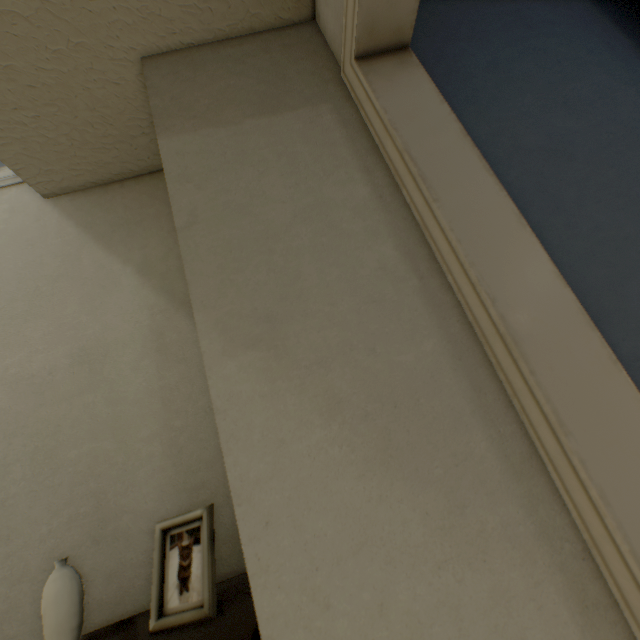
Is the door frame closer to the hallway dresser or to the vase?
the hallway dresser

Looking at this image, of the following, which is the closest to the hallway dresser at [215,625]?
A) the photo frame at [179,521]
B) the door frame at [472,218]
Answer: the photo frame at [179,521]

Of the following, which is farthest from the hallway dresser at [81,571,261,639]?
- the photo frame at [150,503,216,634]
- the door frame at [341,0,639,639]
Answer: the door frame at [341,0,639,639]

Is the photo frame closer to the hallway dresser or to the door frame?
the hallway dresser

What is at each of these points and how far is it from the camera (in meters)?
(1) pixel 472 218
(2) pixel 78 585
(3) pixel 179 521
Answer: (1) door frame, 0.67
(2) vase, 0.77
(3) photo frame, 0.77

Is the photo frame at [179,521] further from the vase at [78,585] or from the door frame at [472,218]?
the door frame at [472,218]
